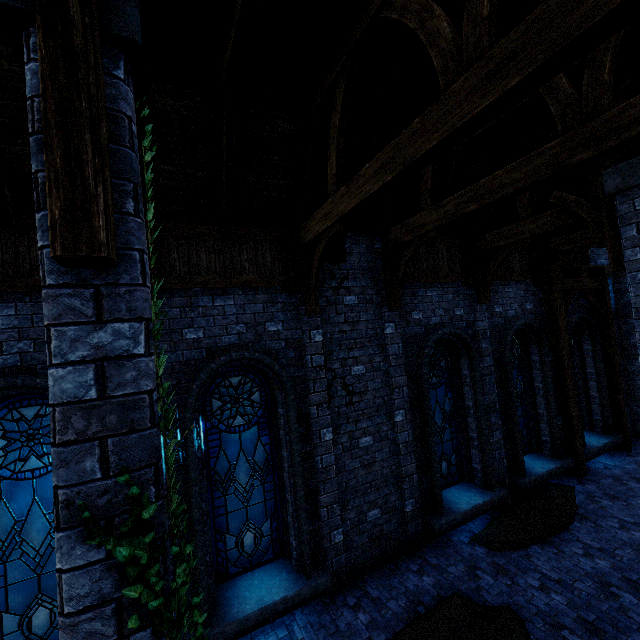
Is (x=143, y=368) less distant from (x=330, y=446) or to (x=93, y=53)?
(x=93, y=53)

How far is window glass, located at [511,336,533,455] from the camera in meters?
9.6 m

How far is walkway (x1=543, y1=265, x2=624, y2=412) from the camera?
9.5 meters

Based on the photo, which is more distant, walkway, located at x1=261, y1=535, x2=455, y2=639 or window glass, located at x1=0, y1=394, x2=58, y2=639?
walkway, located at x1=261, y1=535, x2=455, y2=639

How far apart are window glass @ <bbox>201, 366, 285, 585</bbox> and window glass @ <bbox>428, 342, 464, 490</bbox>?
3.5 meters

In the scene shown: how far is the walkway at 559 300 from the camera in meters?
9.5

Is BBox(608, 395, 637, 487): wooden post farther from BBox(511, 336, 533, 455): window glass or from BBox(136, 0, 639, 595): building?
BBox(511, 336, 533, 455): window glass

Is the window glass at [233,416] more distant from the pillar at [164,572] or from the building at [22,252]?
the pillar at [164,572]
